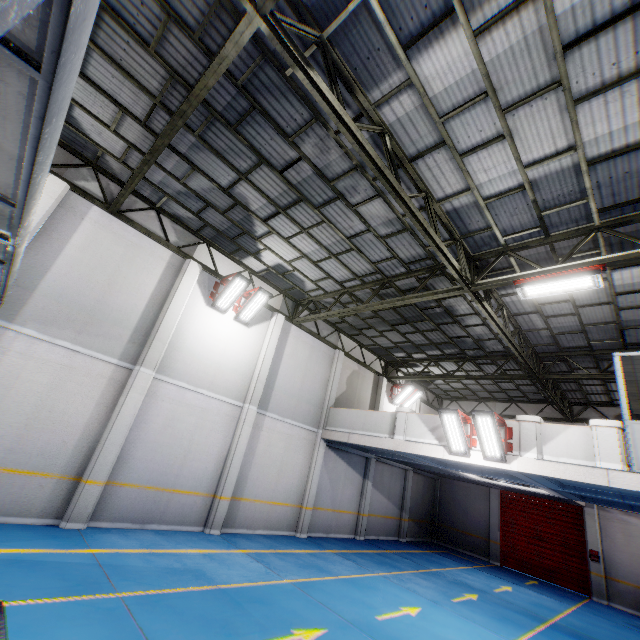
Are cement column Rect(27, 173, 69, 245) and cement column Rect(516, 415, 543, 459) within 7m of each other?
no

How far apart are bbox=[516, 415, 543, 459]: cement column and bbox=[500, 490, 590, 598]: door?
11.6 meters

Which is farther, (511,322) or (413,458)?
(413,458)

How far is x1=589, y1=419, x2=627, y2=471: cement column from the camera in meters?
7.7

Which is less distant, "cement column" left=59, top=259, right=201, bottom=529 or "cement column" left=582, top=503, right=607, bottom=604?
"cement column" left=59, top=259, right=201, bottom=529

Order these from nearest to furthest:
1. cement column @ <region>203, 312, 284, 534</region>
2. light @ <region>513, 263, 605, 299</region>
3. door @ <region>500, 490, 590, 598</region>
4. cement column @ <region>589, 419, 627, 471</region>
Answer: light @ <region>513, 263, 605, 299</region>, cement column @ <region>589, 419, 627, 471</region>, cement column @ <region>203, 312, 284, 534</region>, door @ <region>500, 490, 590, 598</region>

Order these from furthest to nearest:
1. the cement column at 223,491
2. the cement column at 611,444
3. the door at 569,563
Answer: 1. the door at 569,563
2. the cement column at 223,491
3. the cement column at 611,444

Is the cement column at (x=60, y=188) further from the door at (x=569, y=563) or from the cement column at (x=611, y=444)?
the door at (x=569, y=563)
